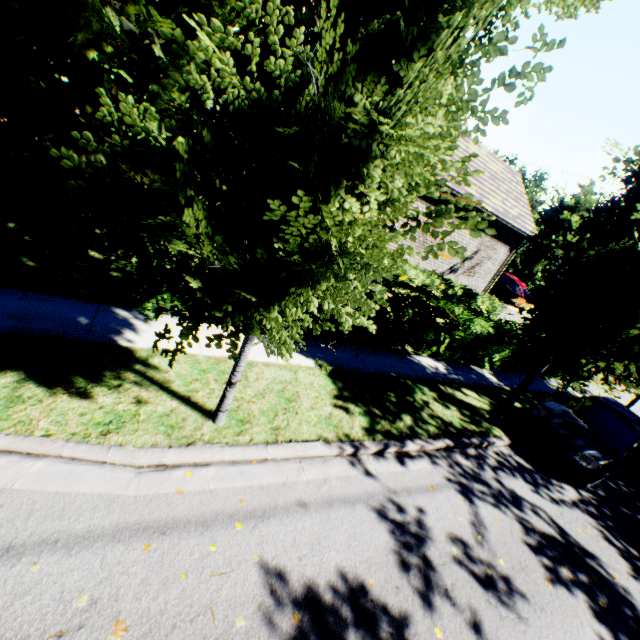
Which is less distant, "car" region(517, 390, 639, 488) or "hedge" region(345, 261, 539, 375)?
"car" region(517, 390, 639, 488)

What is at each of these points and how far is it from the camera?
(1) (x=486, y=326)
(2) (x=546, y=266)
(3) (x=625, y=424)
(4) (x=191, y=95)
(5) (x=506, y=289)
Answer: (1) hedge, 10.1m
(2) tree, 7.5m
(3) car, 8.0m
(4) tree, 2.4m
(5) car, 21.0m

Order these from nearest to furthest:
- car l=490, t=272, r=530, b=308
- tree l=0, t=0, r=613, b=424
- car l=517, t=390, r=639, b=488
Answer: tree l=0, t=0, r=613, b=424 → car l=517, t=390, r=639, b=488 → car l=490, t=272, r=530, b=308

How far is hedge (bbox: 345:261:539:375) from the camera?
8.5m

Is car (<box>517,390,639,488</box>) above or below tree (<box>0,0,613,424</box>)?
below

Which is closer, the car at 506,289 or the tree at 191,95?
the tree at 191,95

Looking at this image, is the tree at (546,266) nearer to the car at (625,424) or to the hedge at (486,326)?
the car at (625,424)

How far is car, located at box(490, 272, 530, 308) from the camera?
20.5 meters
